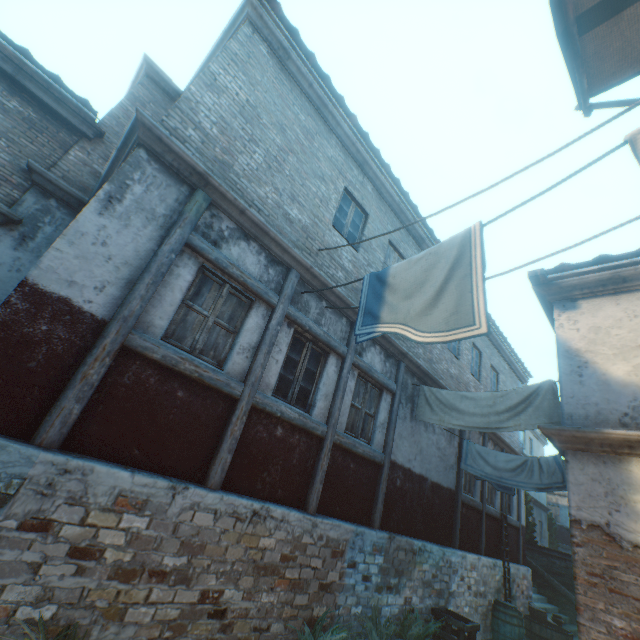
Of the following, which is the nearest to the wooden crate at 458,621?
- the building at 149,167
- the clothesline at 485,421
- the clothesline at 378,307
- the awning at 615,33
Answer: the building at 149,167

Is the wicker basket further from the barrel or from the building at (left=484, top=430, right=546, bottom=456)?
the barrel

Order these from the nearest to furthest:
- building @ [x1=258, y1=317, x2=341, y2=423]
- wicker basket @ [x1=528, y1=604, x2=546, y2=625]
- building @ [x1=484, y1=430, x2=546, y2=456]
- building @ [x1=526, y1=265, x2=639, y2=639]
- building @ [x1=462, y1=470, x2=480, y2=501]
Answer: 1. building @ [x1=526, y1=265, x2=639, y2=639]
2. building @ [x1=258, y1=317, x2=341, y2=423]
3. building @ [x1=462, y1=470, x2=480, y2=501]
4. wicker basket @ [x1=528, y1=604, x2=546, y2=625]
5. building @ [x1=484, y1=430, x2=546, y2=456]

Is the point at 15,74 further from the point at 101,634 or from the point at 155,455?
the point at 101,634

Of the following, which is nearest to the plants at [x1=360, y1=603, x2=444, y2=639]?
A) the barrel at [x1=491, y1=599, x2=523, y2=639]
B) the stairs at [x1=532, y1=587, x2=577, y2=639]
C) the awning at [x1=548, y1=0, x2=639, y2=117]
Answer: the barrel at [x1=491, y1=599, x2=523, y2=639]

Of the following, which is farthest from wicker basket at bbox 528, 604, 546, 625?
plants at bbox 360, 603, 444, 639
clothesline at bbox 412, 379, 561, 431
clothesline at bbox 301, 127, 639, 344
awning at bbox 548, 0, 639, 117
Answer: awning at bbox 548, 0, 639, 117

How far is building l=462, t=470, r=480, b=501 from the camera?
10.1 meters

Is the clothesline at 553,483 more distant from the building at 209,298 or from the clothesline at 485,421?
the clothesline at 485,421
